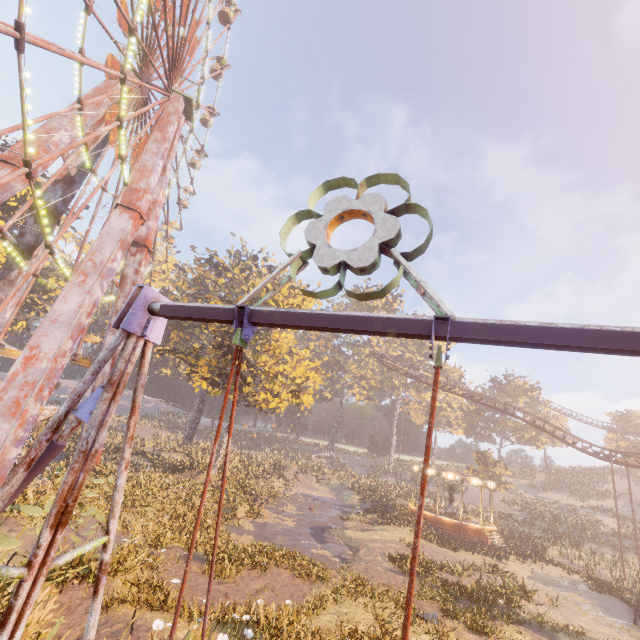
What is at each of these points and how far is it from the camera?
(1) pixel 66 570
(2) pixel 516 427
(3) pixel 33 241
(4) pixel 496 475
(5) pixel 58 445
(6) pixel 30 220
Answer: (1) instancedfoliageactor, 8.4m
(2) instancedfoliageactor, 53.7m
(3) metal support, 20.6m
(4) instancedfoliageactor, 41.6m
(5) swing, 2.5m
(6) metal support, 20.5m

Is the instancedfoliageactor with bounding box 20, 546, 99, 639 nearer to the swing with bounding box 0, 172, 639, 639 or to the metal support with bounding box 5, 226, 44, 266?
the metal support with bounding box 5, 226, 44, 266

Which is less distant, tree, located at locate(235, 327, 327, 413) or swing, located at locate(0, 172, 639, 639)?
swing, located at locate(0, 172, 639, 639)

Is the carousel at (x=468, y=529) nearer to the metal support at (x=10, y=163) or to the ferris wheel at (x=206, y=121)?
the metal support at (x=10, y=163)

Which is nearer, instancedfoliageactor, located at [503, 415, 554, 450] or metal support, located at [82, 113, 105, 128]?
metal support, located at [82, 113, 105, 128]

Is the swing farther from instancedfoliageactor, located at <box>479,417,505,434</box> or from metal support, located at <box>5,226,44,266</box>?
instancedfoliageactor, located at <box>479,417,505,434</box>

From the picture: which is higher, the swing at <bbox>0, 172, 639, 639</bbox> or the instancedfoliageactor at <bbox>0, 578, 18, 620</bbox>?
the swing at <bbox>0, 172, 639, 639</bbox>

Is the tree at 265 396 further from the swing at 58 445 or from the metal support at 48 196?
the swing at 58 445
